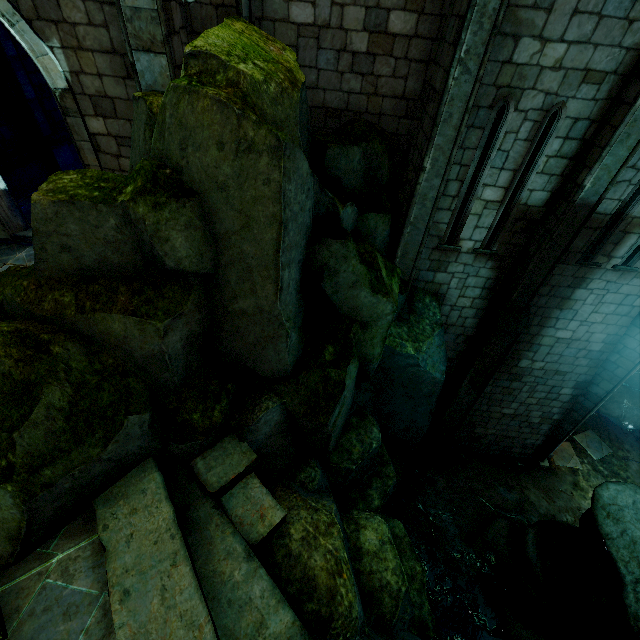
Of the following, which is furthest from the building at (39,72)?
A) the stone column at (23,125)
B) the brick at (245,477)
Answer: the brick at (245,477)

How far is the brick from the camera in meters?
4.5 m

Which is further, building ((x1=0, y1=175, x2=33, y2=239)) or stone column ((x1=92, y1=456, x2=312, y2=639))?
building ((x1=0, y1=175, x2=33, y2=239))

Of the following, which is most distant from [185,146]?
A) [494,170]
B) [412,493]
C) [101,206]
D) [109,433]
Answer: [412,493]

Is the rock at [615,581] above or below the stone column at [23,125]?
below

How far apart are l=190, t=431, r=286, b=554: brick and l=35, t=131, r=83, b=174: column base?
11.0m

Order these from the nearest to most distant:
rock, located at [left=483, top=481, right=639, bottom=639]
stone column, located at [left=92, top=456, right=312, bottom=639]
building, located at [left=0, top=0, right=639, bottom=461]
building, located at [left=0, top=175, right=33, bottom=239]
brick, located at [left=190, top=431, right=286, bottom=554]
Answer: stone column, located at [left=92, top=456, right=312, bottom=639], brick, located at [left=190, top=431, right=286, bottom=554], building, located at [left=0, top=0, right=639, bottom=461], rock, located at [left=483, top=481, right=639, bottom=639], building, located at [left=0, top=175, right=33, bottom=239]

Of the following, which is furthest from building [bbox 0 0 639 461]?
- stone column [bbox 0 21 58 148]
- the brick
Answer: the brick
